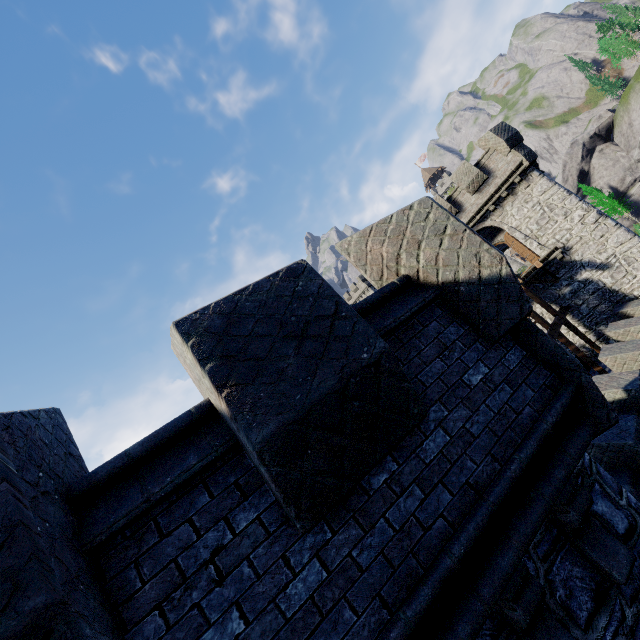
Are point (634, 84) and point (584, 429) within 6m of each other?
no
